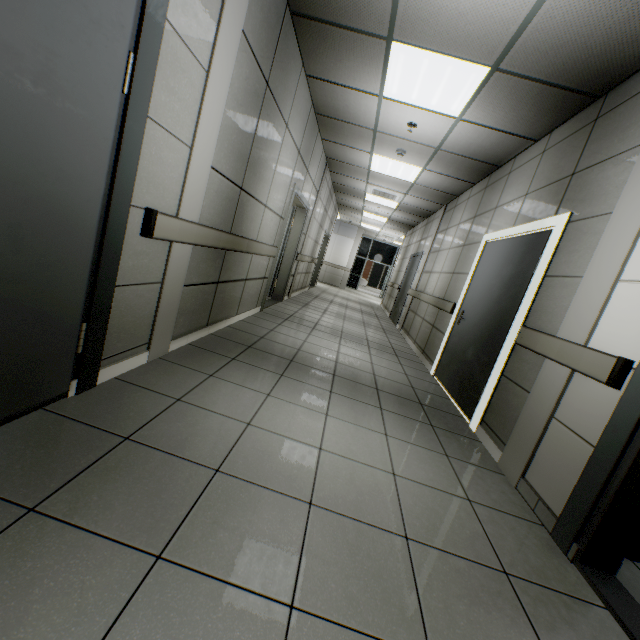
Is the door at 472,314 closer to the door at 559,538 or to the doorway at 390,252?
the door at 559,538

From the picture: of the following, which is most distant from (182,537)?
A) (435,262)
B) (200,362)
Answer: (435,262)

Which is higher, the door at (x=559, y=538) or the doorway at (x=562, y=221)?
the doorway at (x=562, y=221)

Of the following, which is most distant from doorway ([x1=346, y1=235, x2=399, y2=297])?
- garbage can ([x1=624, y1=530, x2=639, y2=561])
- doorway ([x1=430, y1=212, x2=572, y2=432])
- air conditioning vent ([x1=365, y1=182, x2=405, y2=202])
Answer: garbage can ([x1=624, y1=530, x2=639, y2=561])

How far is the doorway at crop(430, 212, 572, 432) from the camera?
2.9m

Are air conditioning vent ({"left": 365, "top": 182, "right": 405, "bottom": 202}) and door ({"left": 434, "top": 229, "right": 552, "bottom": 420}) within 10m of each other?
yes

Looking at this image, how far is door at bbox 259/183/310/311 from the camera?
5.41m

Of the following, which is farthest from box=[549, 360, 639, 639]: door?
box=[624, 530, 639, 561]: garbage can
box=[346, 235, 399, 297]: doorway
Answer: box=[346, 235, 399, 297]: doorway
